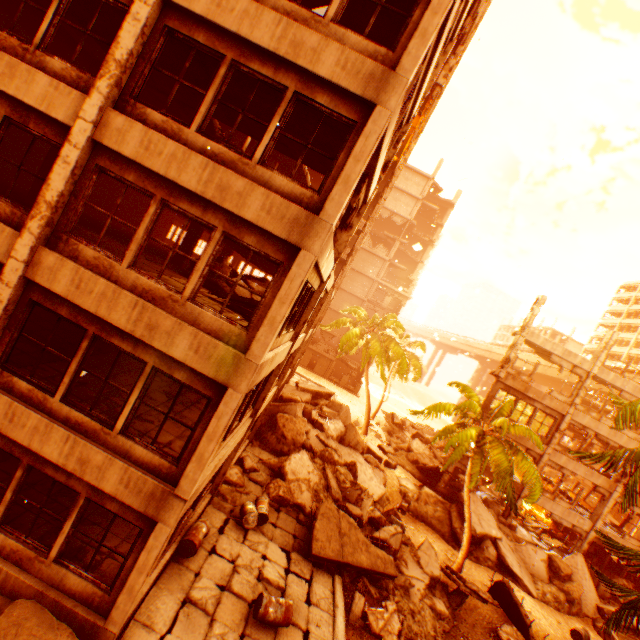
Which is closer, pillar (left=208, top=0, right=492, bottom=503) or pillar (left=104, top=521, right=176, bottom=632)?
pillar (left=104, top=521, right=176, bottom=632)

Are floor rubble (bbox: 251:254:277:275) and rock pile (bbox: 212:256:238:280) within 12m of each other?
yes

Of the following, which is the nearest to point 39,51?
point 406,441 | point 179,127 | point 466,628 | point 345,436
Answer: point 179,127

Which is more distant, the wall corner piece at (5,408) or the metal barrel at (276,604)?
the metal barrel at (276,604)

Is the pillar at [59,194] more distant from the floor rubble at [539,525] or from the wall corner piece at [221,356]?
the floor rubble at [539,525]

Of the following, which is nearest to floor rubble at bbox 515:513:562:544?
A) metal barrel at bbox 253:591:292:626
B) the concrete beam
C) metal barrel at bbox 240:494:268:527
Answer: metal barrel at bbox 240:494:268:527

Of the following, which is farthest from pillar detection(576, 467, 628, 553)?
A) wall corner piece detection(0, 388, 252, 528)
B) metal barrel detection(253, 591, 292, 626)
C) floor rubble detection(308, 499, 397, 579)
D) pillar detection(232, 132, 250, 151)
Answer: pillar detection(232, 132, 250, 151)

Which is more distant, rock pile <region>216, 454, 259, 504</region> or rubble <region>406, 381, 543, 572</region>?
rubble <region>406, 381, 543, 572</region>
